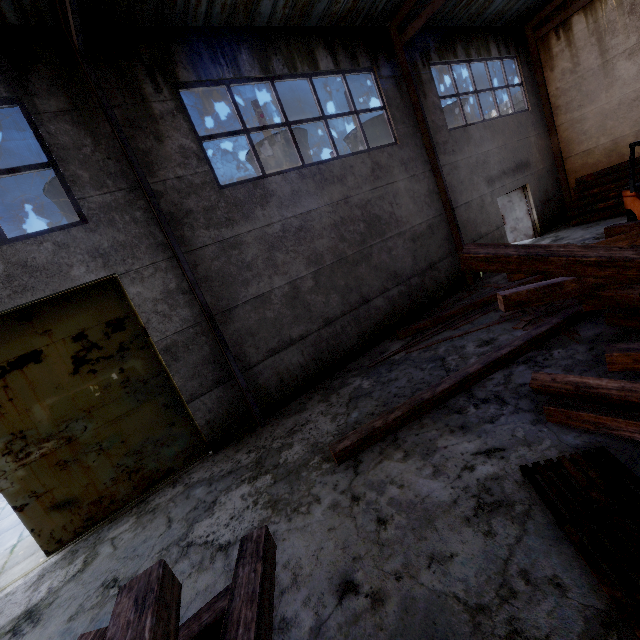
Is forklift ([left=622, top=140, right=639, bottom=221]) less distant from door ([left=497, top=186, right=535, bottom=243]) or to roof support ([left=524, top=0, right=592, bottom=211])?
door ([left=497, top=186, right=535, bottom=243])

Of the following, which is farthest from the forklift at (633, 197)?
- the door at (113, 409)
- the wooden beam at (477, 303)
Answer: the door at (113, 409)

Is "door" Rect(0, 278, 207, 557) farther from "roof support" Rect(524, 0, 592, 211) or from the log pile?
"roof support" Rect(524, 0, 592, 211)

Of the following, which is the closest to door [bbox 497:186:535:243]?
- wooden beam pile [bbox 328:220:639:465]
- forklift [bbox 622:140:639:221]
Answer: forklift [bbox 622:140:639:221]

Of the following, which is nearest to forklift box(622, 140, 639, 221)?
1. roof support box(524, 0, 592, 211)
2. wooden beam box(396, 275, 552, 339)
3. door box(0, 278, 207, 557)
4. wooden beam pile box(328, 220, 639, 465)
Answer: wooden beam box(396, 275, 552, 339)

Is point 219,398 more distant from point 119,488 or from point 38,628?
point 38,628

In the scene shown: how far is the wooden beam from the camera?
8.2m

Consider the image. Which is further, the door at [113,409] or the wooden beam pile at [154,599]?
the door at [113,409]
